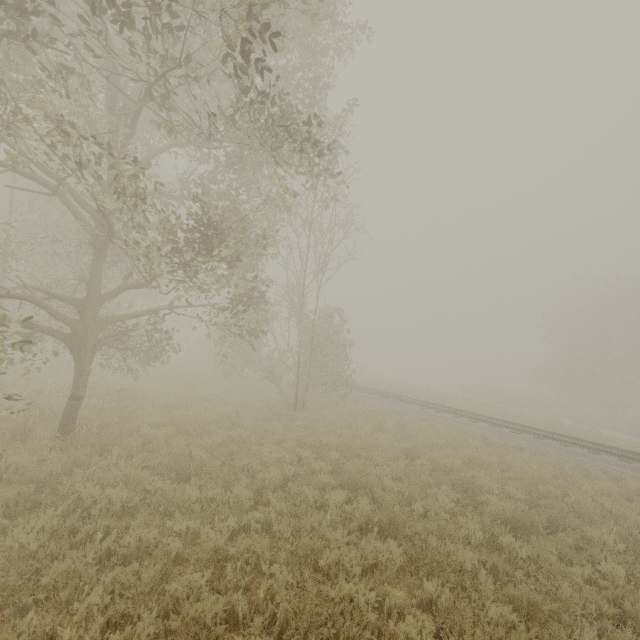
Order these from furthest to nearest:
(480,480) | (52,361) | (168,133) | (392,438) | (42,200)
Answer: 1. (52,361)
2. (42,200)
3. (392,438)
4. (480,480)
5. (168,133)
